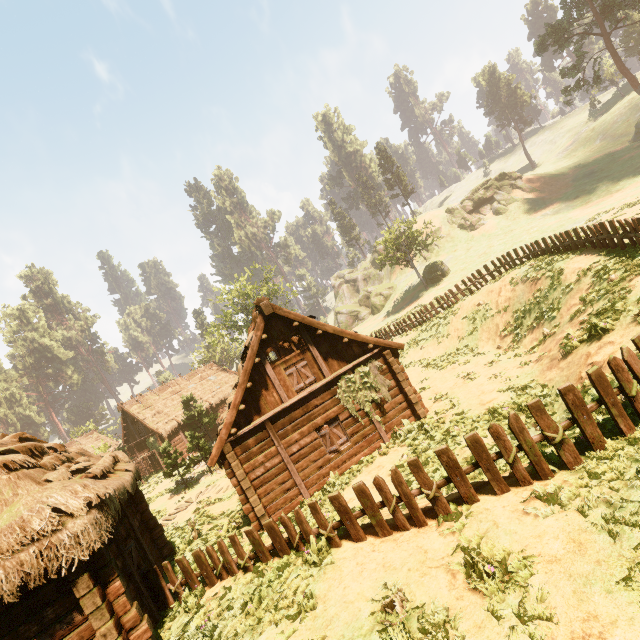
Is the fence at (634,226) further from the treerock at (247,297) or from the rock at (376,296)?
the rock at (376,296)

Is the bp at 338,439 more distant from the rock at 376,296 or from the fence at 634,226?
the rock at 376,296

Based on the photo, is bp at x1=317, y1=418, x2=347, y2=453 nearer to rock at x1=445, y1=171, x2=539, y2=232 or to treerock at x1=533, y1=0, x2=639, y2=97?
treerock at x1=533, y1=0, x2=639, y2=97

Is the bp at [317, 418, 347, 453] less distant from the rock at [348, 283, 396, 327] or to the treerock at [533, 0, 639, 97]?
the treerock at [533, 0, 639, 97]

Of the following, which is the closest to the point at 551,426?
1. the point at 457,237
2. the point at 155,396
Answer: the point at 155,396

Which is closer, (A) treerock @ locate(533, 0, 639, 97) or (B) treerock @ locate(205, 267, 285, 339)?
(A) treerock @ locate(533, 0, 639, 97)

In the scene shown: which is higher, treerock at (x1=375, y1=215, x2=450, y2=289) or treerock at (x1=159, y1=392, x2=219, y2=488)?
treerock at (x1=375, y1=215, x2=450, y2=289)

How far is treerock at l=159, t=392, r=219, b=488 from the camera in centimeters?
2277cm
